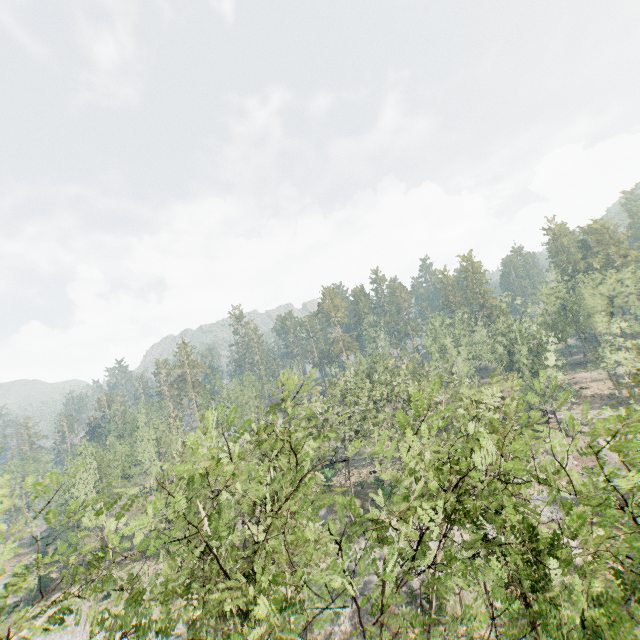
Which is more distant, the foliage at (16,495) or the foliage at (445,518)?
the foliage at (16,495)

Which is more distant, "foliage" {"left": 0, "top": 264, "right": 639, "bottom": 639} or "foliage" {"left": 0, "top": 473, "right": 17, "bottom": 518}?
"foliage" {"left": 0, "top": 473, "right": 17, "bottom": 518}

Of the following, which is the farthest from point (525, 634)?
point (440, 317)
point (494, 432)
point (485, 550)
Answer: point (440, 317)
